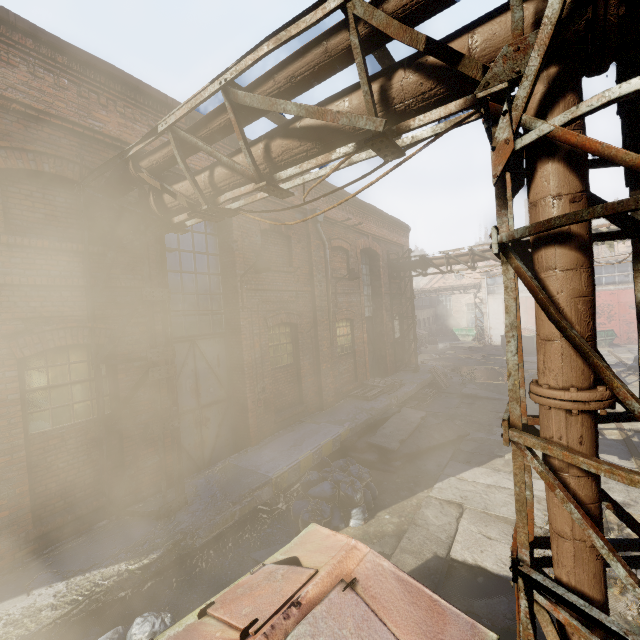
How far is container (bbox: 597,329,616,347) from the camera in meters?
23.2 m

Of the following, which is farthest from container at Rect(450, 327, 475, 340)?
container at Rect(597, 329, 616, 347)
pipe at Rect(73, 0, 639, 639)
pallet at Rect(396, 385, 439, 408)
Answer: pipe at Rect(73, 0, 639, 639)

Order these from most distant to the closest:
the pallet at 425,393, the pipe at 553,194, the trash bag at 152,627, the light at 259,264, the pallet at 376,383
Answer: the pallet at 425,393
the pallet at 376,383
the light at 259,264
the trash bag at 152,627
the pipe at 553,194

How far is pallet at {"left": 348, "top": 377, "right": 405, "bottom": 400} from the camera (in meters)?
11.36

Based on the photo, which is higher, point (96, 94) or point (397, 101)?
point (96, 94)

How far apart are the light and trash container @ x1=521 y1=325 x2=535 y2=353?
23.4 meters

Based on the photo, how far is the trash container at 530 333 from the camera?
23.8 meters

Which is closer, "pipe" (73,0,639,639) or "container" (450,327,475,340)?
"pipe" (73,0,639,639)
